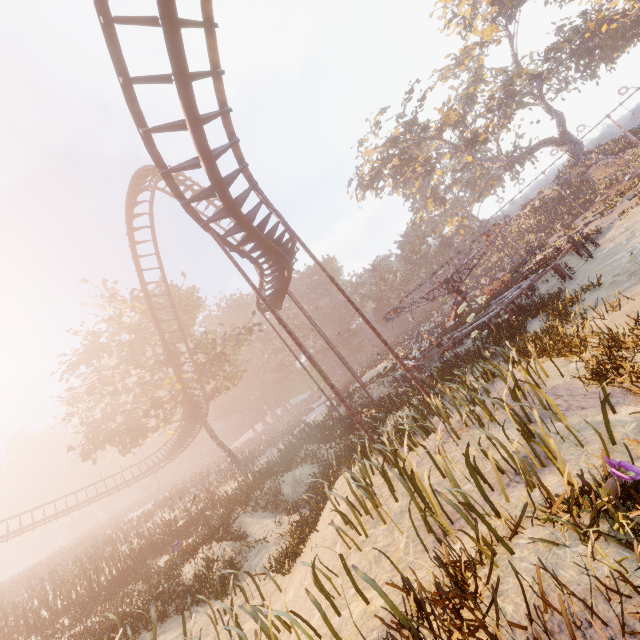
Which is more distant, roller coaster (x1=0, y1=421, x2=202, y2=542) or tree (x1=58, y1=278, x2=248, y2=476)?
roller coaster (x1=0, y1=421, x2=202, y2=542)

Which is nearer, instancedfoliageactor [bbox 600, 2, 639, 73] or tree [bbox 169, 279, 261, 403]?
tree [bbox 169, 279, 261, 403]

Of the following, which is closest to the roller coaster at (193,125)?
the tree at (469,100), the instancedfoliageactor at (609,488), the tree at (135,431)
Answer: the tree at (135,431)

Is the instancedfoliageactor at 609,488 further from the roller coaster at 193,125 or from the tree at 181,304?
the tree at 181,304

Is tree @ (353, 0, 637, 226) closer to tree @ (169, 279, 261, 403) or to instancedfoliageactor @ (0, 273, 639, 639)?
tree @ (169, 279, 261, 403)

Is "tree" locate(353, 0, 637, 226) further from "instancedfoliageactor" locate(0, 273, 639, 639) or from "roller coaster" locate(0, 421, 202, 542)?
"instancedfoliageactor" locate(0, 273, 639, 639)

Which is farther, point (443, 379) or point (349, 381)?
point (349, 381)

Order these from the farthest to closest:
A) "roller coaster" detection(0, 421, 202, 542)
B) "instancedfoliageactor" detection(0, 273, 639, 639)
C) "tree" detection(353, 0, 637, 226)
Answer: "tree" detection(353, 0, 637, 226) → "roller coaster" detection(0, 421, 202, 542) → "instancedfoliageactor" detection(0, 273, 639, 639)
